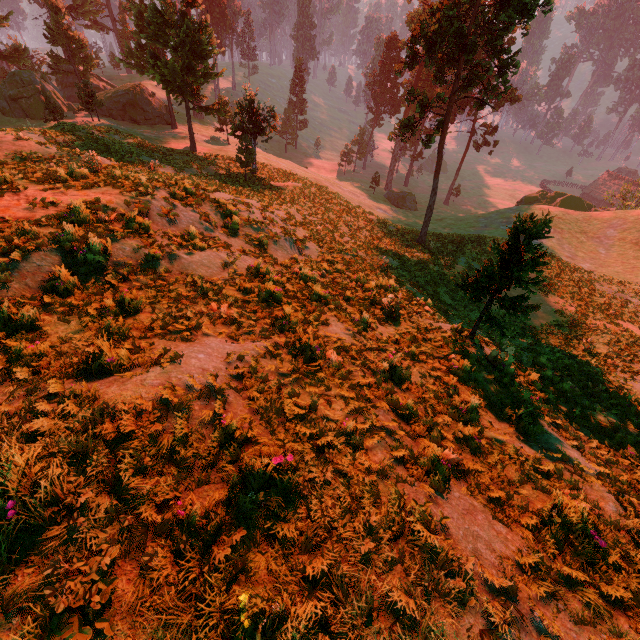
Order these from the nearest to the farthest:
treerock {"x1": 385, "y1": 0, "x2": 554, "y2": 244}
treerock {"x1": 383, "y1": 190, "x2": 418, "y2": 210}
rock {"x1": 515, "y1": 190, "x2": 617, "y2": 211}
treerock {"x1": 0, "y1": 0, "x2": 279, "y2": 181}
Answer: treerock {"x1": 385, "y1": 0, "x2": 554, "y2": 244}
treerock {"x1": 0, "y1": 0, "x2": 279, "y2": 181}
rock {"x1": 515, "y1": 190, "x2": 617, "y2": 211}
treerock {"x1": 383, "y1": 190, "x2": 418, "y2": 210}

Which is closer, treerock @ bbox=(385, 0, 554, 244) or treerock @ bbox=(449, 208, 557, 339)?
treerock @ bbox=(449, 208, 557, 339)

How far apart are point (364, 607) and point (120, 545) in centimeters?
200cm

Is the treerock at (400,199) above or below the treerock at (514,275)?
below

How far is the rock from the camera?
42.53m

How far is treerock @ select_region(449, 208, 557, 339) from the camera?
6.96m

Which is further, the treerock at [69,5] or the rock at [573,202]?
the rock at [573,202]
